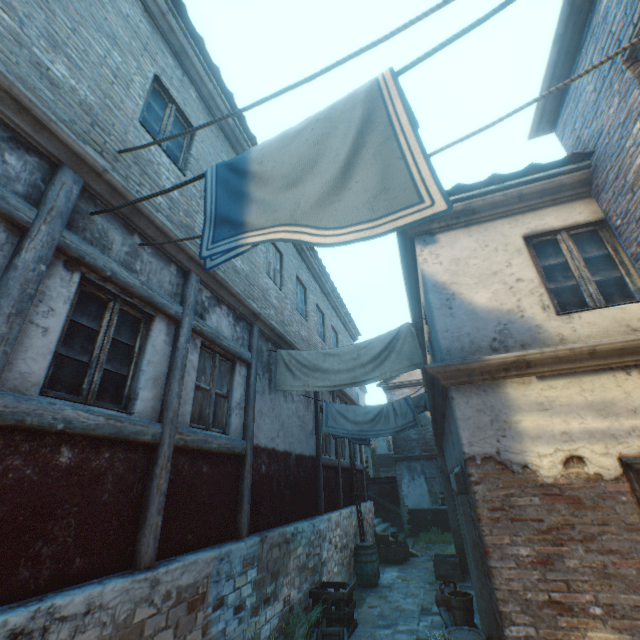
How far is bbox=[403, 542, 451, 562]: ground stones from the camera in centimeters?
1223cm

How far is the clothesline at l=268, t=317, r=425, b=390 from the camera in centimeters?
596cm

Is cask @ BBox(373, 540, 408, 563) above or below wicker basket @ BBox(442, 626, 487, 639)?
below

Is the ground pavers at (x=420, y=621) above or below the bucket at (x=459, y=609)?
below

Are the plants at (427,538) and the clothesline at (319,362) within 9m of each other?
no

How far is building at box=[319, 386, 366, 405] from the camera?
11.05m

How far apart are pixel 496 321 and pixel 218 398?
4.44m

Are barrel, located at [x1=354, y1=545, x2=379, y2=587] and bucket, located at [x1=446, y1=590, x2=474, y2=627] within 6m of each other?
yes
